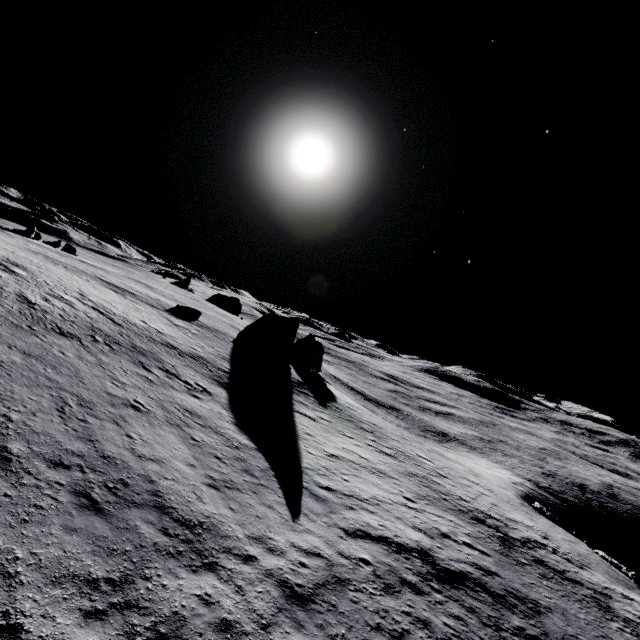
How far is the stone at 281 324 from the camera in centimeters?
4047cm

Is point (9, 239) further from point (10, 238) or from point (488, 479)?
point (488, 479)

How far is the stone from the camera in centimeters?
4047cm
